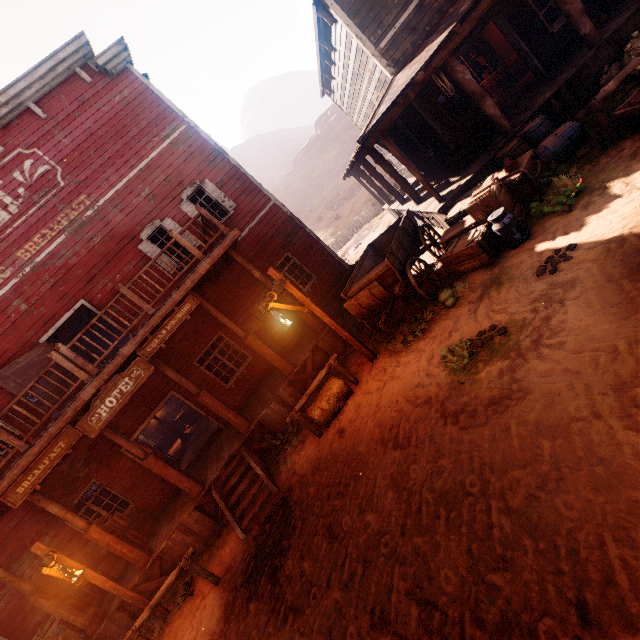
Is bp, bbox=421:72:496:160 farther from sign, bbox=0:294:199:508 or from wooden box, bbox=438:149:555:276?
sign, bbox=0:294:199:508

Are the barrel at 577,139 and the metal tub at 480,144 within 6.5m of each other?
yes

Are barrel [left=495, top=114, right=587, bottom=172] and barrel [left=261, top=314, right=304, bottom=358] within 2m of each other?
no

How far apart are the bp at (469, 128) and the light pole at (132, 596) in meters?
13.2

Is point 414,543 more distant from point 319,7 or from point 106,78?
point 106,78

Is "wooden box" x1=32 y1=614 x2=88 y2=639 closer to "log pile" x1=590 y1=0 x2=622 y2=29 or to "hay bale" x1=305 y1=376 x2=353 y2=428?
"hay bale" x1=305 y1=376 x2=353 y2=428

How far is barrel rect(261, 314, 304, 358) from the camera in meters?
10.9

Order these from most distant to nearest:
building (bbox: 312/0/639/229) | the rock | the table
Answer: the rock
the table
building (bbox: 312/0/639/229)
